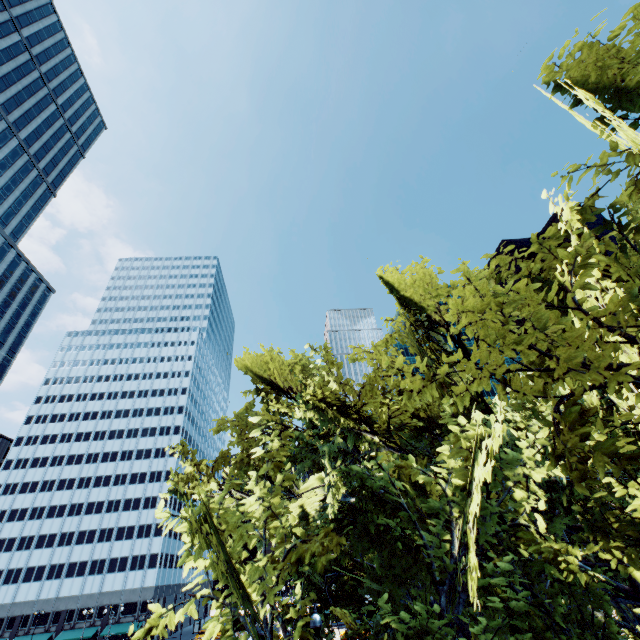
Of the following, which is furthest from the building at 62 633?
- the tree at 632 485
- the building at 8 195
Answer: the tree at 632 485

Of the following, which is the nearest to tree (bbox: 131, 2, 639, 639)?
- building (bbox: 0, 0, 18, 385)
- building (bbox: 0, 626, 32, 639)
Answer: building (bbox: 0, 0, 18, 385)

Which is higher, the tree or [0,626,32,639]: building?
the tree

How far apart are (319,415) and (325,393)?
0.80m

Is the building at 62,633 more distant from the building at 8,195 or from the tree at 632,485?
the tree at 632,485

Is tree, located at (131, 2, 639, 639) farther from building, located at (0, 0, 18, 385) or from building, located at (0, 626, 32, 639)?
building, located at (0, 626, 32, 639)
